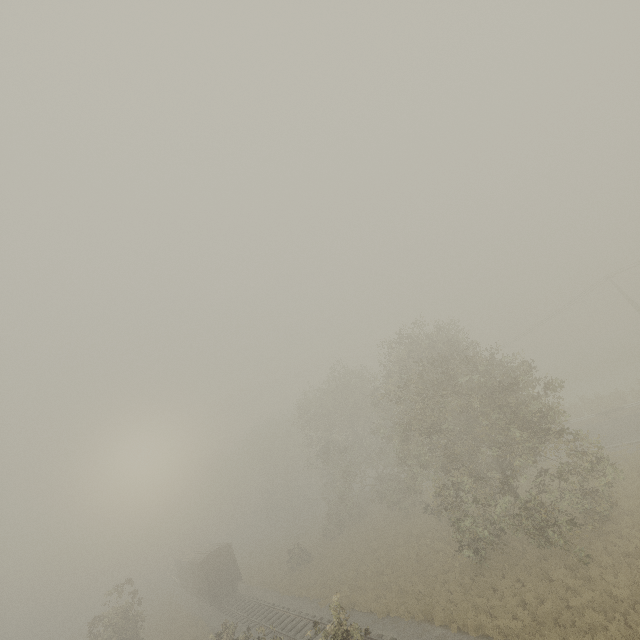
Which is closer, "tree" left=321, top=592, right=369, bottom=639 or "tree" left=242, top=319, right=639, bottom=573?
"tree" left=321, top=592, right=369, bottom=639

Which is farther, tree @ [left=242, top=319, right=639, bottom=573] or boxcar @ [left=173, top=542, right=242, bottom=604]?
boxcar @ [left=173, top=542, right=242, bottom=604]

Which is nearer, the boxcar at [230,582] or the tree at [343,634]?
the tree at [343,634]

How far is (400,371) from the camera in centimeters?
2720cm

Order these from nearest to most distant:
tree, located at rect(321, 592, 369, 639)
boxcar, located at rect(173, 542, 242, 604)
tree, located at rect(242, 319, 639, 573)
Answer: tree, located at rect(321, 592, 369, 639)
tree, located at rect(242, 319, 639, 573)
boxcar, located at rect(173, 542, 242, 604)

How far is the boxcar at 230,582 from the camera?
32.2 meters

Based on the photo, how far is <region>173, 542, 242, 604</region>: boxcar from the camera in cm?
3222
